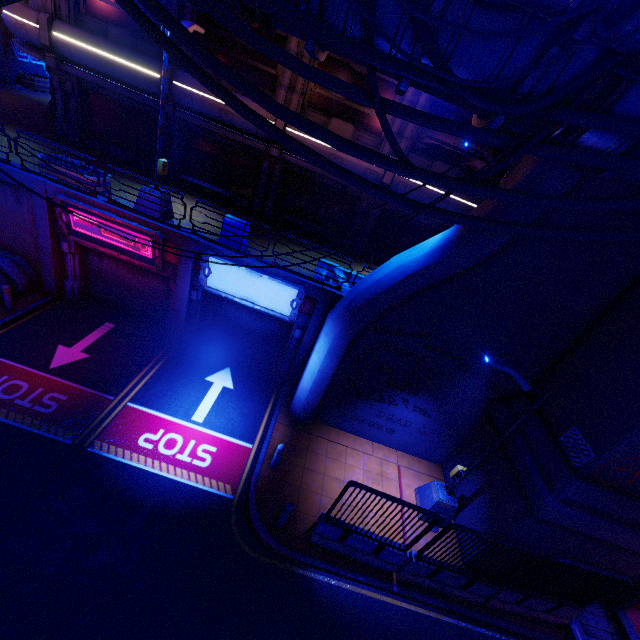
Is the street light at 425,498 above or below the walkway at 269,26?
below

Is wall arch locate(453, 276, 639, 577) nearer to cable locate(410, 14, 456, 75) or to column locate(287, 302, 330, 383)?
cable locate(410, 14, 456, 75)

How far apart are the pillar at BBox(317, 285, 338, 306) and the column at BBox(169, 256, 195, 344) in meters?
4.6

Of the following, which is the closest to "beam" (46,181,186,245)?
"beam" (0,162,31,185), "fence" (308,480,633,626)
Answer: "beam" (0,162,31,185)

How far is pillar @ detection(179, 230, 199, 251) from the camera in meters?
11.0 m

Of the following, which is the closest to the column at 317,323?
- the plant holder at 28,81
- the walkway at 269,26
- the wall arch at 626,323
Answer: the wall arch at 626,323

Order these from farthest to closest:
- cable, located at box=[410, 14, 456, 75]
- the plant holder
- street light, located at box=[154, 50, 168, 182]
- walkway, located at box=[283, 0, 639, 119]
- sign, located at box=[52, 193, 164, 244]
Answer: the plant holder, sign, located at box=[52, 193, 164, 244], street light, located at box=[154, 50, 168, 182], cable, located at box=[410, 14, 456, 75], walkway, located at box=[283, 0, 639, 119]

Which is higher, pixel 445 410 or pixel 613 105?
pixel 613 105
